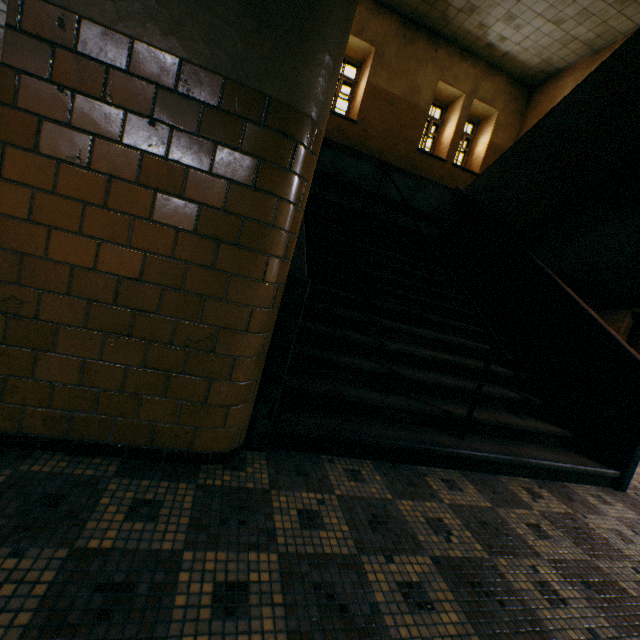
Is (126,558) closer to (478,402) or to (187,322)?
(187,322)
